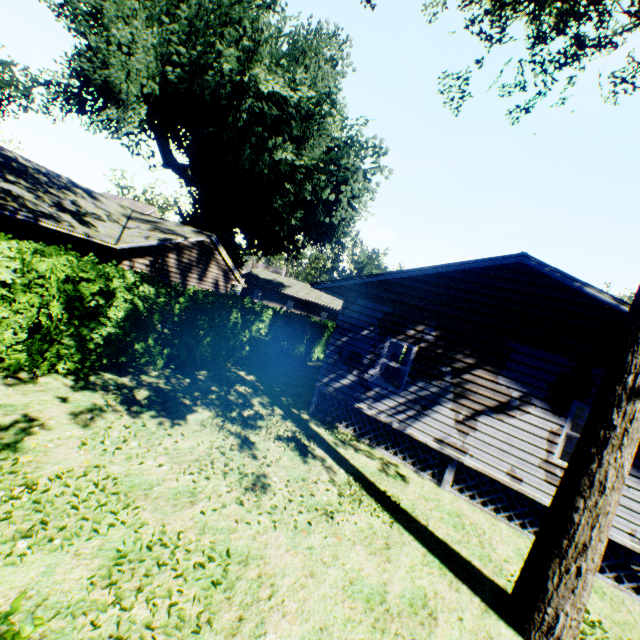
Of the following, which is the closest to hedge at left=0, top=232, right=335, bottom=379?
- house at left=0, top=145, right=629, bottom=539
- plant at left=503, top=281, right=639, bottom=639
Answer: plant at left=503, top=281, right=639, bottom=639

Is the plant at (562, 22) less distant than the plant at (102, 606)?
No

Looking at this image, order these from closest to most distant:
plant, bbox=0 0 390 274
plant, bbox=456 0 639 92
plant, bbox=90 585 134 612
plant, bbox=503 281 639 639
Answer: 1. plant, bbox=90 585 134 612
2. plant, bbox=503 281 639 639
3. plant, bbox=456 0 639 92
4. plant, bbox=0 0 390 274

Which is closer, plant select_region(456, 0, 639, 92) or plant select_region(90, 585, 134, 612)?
plant select_region(90, 585, 134, 612)

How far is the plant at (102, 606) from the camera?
3.34m

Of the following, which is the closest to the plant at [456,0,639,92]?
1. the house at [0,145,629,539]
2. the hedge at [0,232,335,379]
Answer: the hedge at [0,232,335,379]

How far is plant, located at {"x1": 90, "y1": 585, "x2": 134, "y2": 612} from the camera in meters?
3.3

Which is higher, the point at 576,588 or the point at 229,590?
the point at 576,588
